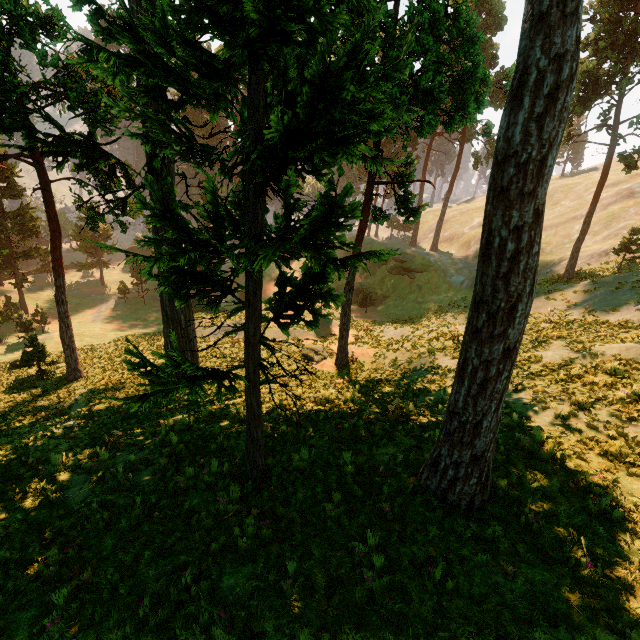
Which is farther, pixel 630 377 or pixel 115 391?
pixel 115 391

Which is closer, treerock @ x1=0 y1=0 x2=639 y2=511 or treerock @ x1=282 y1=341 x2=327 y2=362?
treerock @ x1=0 y1=0 x2=639 y2=511

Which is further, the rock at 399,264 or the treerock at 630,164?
the rock at 399,264

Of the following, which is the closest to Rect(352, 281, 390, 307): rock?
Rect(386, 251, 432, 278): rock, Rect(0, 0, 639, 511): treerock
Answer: Rect(386, 251, 432, 278): rock

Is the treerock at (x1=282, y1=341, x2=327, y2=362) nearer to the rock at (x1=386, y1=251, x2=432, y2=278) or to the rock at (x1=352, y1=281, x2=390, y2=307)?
the rock at (x1=386, y1=251, x2=432, y2=278)
